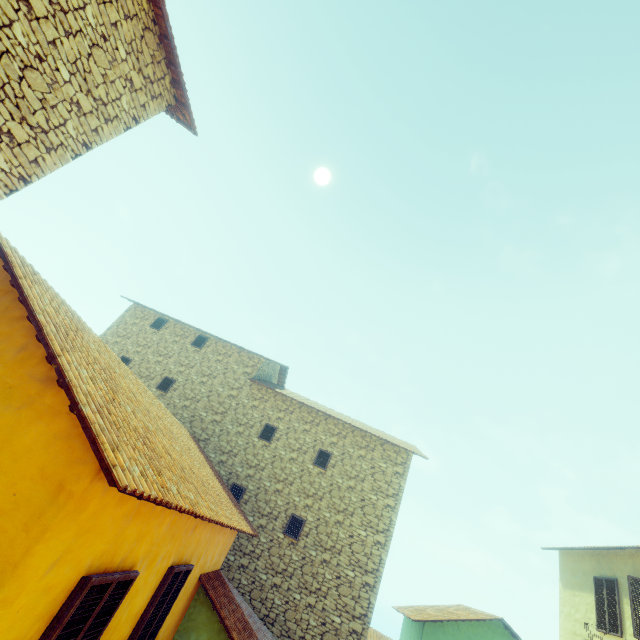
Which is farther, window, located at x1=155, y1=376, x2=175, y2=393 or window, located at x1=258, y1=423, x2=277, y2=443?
window, located at x1=155, y1=376, x2=175, y2=393

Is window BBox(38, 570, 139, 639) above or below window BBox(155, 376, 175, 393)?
below

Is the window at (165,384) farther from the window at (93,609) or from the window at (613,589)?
the window at (613,589)

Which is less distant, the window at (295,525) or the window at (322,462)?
the window at (295,525)

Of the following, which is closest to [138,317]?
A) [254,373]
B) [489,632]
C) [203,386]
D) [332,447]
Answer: [203,386]

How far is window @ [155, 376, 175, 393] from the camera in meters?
14.3 m

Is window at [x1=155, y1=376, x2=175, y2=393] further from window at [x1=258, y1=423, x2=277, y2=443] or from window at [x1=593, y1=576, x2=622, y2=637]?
window at [x1=593, y1=576, x2=622, y2=637]

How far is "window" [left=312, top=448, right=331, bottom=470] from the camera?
12.8m
